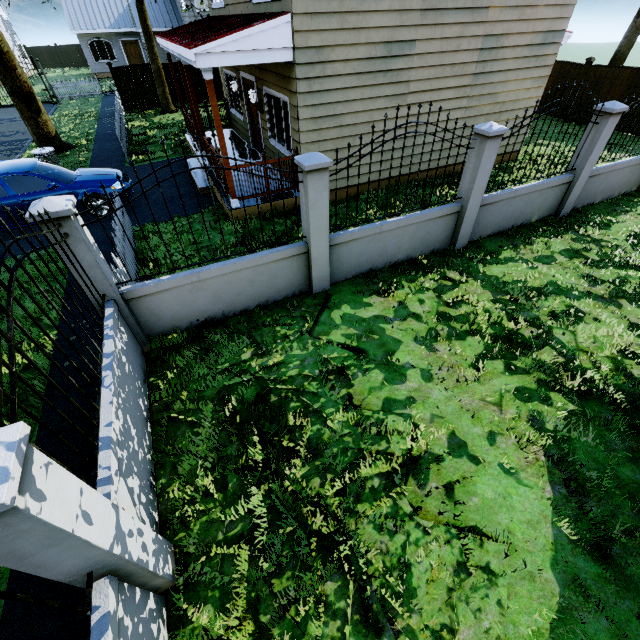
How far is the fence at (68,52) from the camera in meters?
36.7 m

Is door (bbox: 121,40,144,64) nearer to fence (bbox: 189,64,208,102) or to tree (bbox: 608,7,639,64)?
fence (bbox: 189,64,208,102)

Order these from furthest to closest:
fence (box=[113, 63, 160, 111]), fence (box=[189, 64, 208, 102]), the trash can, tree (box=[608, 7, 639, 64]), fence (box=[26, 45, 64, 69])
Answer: fence (box=[26, 45, 64, 69]) → fence (box=[189, 64, 208, 102]) → fence (box=[113, 63, 160, 111]) → tree (box=[608, 7, 639, 64]) → the trash can

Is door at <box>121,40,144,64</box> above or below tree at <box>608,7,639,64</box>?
below

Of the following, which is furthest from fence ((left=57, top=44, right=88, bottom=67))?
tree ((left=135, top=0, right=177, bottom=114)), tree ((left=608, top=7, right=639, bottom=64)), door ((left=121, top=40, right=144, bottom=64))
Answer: tree ((left=608, top=7, right=639, bottom=64))

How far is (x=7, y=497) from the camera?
1.4 meters

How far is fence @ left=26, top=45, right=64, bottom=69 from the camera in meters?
35.8

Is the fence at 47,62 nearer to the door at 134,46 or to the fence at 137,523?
the door at 134,46
